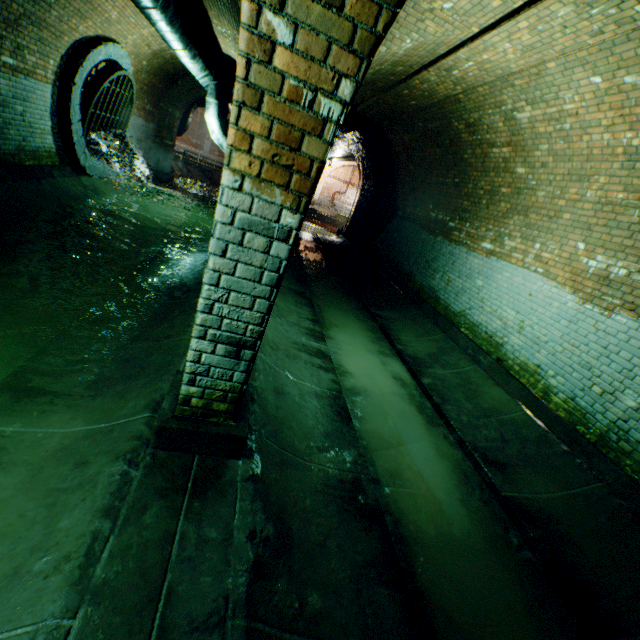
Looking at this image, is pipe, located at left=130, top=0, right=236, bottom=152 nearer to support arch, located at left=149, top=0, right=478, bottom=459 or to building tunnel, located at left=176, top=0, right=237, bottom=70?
building tunnel, located at left=176, top=0, right=237, bottom=70

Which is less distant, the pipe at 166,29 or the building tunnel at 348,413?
the building tunnel at 348,413

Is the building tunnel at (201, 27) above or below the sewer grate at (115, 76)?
above

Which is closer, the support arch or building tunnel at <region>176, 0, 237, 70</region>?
the support arch

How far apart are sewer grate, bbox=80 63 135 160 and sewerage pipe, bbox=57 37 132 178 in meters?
0.0

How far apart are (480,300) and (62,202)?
9.3 meters

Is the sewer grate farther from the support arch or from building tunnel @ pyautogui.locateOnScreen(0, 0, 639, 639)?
the support arch

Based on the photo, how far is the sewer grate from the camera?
7.70m
